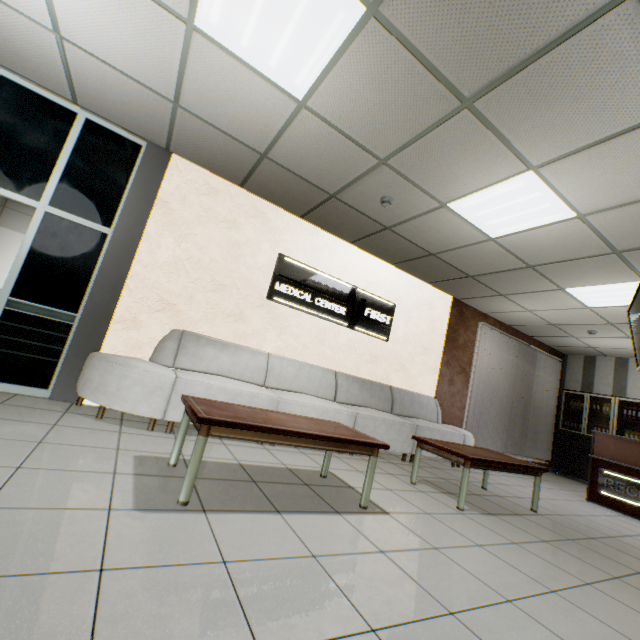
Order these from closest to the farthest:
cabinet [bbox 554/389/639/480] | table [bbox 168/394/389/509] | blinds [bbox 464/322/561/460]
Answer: table [bbox 168/394/389/509] < blinds [bbox 464/322/561/460] < cabinet [bbox 554/389/639/480]

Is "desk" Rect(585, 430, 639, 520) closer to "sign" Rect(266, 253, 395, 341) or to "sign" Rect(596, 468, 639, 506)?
"sign" Rect(596, 468, 639, 506)

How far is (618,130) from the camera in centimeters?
245cm

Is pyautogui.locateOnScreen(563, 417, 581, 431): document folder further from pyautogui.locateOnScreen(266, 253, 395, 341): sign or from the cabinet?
pyautogui.locateOnScreen(266, 253, 395, 341): sign

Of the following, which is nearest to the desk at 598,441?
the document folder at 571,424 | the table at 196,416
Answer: the document folder at 571,424

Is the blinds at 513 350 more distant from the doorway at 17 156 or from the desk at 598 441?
the doorway at 17 156

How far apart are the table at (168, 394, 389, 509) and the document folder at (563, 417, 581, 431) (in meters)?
8.31

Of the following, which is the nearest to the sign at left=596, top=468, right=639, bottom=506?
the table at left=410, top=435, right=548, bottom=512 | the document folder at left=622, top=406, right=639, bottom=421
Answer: the table at left=410, top=435, right=548, bottom=512
